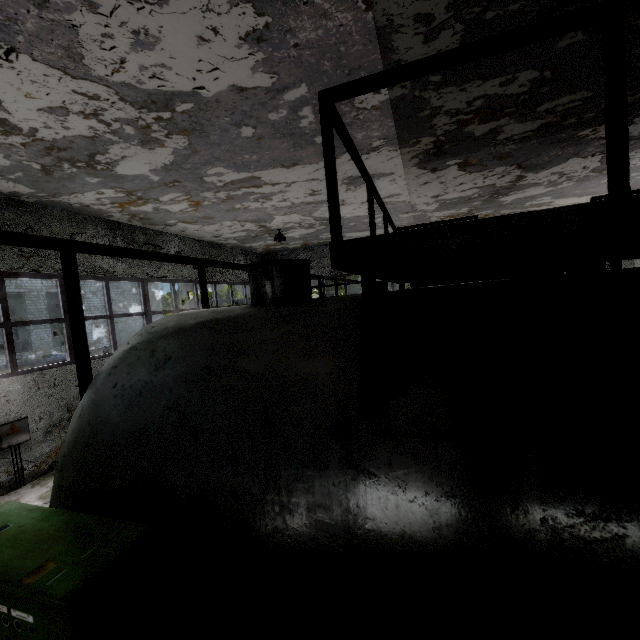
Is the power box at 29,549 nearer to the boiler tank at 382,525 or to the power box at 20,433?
the boiler tank at 382,525

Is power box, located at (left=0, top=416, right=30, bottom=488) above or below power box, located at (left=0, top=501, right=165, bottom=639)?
below

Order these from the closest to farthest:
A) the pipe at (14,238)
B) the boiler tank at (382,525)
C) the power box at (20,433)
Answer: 1. the boiler tank at (382,525)
2. the pipe at (14,238)
3. the power box at (20,433)

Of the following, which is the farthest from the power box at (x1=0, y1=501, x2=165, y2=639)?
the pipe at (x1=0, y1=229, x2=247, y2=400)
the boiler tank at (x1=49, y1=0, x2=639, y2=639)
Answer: the pipe at (x1=0, y1=229, x2=247, y2=400)

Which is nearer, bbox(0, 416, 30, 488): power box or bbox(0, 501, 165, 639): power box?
bbox(0, 501, 165, 639): power box

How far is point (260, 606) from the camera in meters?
1.9 m

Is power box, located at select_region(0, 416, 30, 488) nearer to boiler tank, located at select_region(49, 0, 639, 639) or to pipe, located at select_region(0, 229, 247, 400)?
boiler tank, located at select_region(49, 0, 639, 639)

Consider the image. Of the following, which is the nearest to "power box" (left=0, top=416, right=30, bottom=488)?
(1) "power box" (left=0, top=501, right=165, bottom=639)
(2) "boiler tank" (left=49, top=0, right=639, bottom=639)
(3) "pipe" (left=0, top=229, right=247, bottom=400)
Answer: (2) "boiler tank" (left=49, top=0, right=639, bottom=639)
